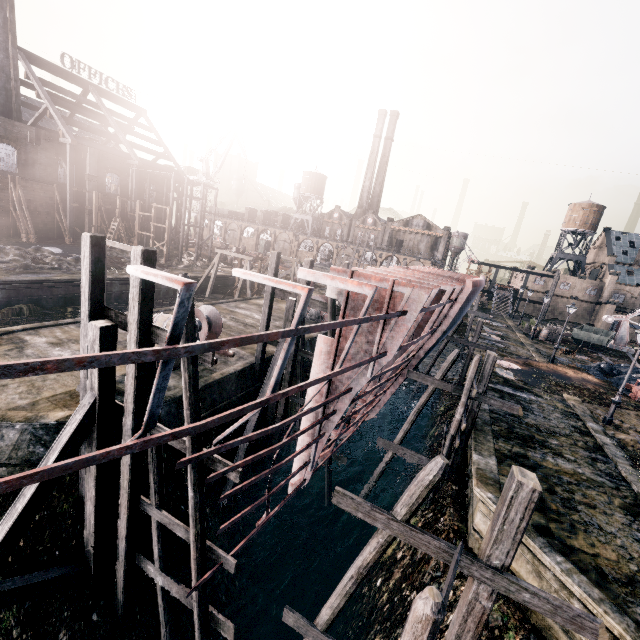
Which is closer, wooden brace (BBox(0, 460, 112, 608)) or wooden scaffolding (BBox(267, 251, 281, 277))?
wooden brace (BBox(0, 460, 112, 608))

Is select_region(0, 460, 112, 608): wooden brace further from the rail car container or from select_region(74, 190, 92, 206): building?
select_region(74, 190, 92, 206): building

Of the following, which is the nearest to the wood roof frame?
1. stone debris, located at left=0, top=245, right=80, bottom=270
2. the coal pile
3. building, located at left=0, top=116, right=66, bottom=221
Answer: stone debris, located at left=0, top=245, right=80, bottom=270

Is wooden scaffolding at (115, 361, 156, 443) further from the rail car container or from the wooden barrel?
the rail car container

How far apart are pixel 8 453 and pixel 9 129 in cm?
4318

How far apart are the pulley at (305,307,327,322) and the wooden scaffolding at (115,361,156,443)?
21.1m

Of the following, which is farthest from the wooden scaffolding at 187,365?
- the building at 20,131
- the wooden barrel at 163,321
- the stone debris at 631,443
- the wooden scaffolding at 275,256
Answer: the building at 20,131

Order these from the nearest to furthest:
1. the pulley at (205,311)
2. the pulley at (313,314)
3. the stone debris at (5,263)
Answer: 1. the pulley at (205,311)
2. the stone debris at (5,263)
3. the pulley at (313,314)
